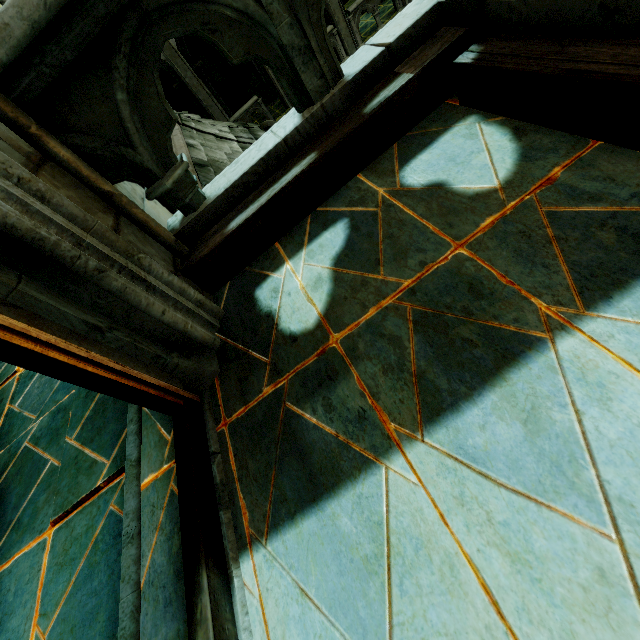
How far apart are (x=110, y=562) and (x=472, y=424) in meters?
1.8 m

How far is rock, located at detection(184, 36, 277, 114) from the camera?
14.0 meters

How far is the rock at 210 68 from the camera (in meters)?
14.00

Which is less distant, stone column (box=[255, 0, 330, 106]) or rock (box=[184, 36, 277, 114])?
stone column (box=[255, 0, 330, 106])

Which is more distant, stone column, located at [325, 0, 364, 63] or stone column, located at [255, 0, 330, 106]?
stone column, located at [325, 0, 364, 63]

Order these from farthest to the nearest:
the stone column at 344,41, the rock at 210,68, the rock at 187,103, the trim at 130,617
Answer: the rock at 187,103
the rock at 210,68
the stone column at 344,41
the trim at 130,617

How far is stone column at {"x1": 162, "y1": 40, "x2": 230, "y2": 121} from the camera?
11.3m
